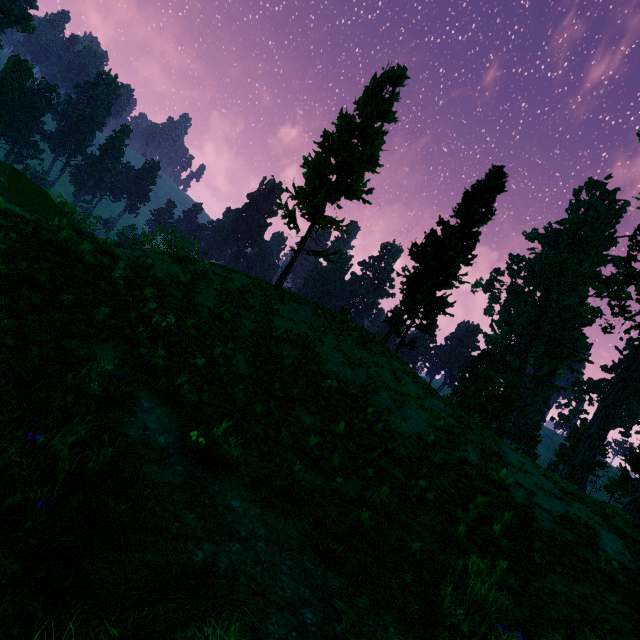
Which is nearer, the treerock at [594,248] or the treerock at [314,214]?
the treerock at [314,214]

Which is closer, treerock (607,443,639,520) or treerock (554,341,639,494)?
treerock (607,443,639,520)

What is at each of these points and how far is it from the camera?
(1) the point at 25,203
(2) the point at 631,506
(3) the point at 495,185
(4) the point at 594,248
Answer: (1) rock, 11.5m
(2) treerock, 18.7m
(3) treerock, 23.8m
(4) treerock, 57.3m

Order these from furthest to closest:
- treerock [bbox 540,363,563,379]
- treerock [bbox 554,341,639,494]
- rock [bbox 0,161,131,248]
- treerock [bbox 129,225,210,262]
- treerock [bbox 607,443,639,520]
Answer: treerock [bbox 540,363,563,379]
treerock [bbox 554,341,639,494]
treerock [bbox 607,443,639,520]
treerock [bbox 129,225,210,262]
rock [bbox 0,161,131,248]

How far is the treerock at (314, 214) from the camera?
19.0m

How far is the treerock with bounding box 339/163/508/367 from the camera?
22.6m
